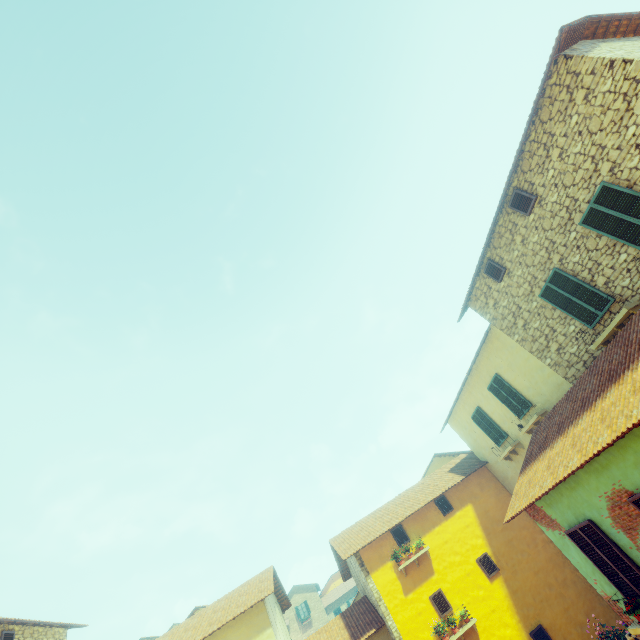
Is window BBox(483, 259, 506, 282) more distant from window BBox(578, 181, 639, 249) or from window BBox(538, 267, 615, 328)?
window BBox(578, 181, 639, 249)

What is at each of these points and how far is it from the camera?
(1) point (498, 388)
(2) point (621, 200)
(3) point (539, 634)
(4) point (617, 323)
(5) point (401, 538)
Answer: (1) window, 13.1m
(2) window, 7.4m
(3) window, 11.7m
(4) window sill, 8.1m
(5) window, 14.0m

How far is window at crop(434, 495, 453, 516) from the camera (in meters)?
14.59

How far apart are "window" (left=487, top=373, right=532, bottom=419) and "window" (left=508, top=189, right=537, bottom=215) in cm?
632

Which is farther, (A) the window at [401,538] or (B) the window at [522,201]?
(A) the window at [401,538]

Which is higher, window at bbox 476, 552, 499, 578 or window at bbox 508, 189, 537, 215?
window at bbox 508, 189, 537, 215

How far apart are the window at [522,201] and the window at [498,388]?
6.3m

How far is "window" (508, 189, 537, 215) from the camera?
9.21m
